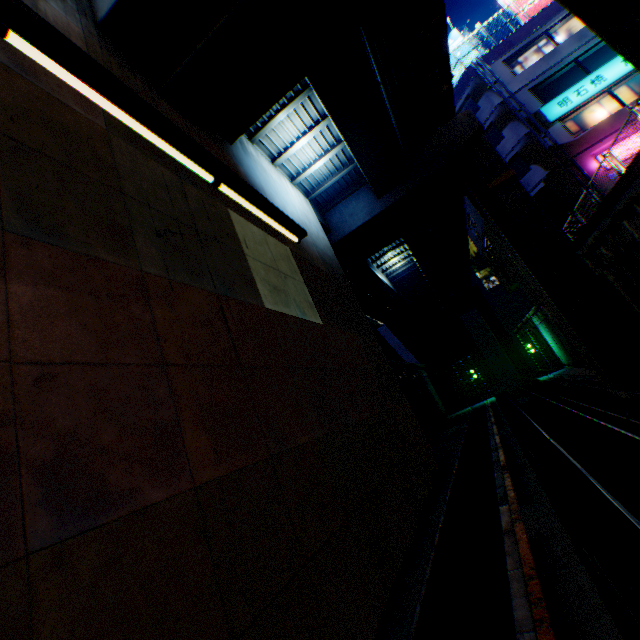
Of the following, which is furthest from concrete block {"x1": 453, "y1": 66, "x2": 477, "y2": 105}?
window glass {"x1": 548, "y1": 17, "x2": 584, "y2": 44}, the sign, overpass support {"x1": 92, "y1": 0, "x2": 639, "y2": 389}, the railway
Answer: the railway

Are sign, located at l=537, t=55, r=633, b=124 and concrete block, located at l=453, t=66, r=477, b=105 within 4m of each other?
no

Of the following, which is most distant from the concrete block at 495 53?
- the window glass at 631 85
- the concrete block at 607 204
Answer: the concrete block at 607 204

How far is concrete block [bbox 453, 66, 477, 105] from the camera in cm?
2244

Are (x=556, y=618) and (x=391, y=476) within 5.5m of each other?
yes

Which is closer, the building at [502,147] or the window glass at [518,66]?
the building at [502,147]

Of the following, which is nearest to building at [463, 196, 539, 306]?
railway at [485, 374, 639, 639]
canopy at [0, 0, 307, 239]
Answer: railway at [485, 374, 639, 639]

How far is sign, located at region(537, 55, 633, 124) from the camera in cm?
1855
